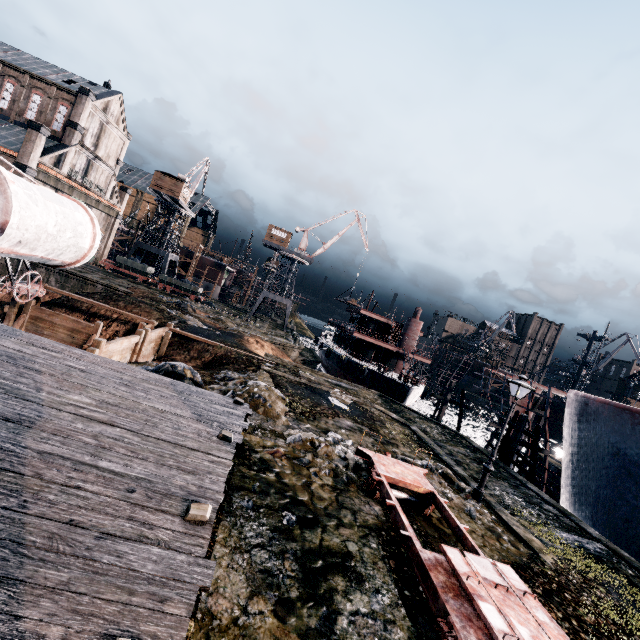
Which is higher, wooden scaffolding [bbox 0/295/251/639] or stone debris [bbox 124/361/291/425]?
wooden scaffolding [bbox 0/295/251/639]

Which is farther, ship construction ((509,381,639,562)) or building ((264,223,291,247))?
building ((264,223,291,247))

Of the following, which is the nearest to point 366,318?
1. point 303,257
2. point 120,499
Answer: point 303,257

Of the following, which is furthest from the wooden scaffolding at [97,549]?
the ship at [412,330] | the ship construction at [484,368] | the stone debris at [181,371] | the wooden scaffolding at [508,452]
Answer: the ship at [412,330]

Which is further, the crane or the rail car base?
the crane

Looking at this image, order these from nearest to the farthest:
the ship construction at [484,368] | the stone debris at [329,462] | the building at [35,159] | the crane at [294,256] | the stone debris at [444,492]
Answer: the stone debris at [329,462]
the stone debris at [444,492]
the ship construction at [484,368]
the building at [35,159]
the crane at [294,256]

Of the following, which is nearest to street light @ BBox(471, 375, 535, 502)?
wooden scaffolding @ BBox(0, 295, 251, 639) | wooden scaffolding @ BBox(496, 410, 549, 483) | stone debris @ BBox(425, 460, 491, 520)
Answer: stone debris @ BBox(425, 460, 491, 520)

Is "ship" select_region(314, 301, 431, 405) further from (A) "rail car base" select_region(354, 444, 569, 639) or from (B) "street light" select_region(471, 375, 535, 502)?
(A) "rail car base" select_region(354, 444, 569, 639)
